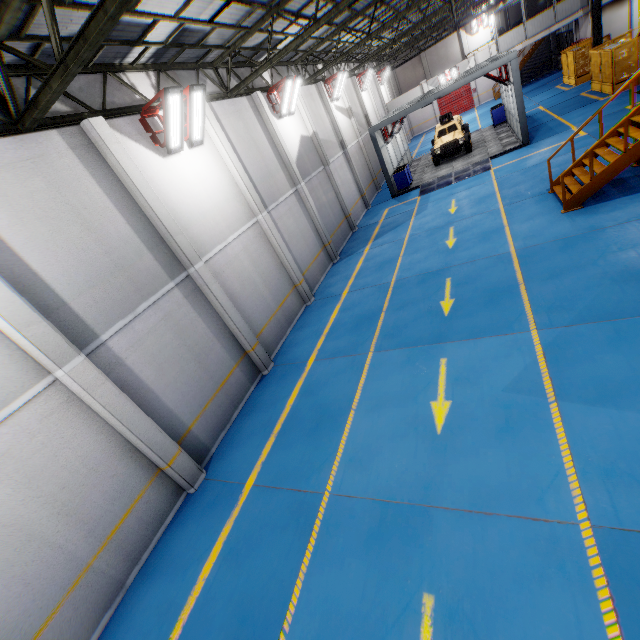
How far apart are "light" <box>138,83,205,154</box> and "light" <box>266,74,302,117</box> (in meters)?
6.63

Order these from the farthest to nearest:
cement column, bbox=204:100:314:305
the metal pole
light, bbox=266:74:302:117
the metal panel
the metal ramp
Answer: the metal pole → the metal ramp → the metal panel → light, bbox=266:74:302:117 → cement column, bbox=204:100:314:305

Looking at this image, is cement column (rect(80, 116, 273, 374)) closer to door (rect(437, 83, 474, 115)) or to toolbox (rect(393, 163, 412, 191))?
toolbox (rect(393, 163, 412, 191))

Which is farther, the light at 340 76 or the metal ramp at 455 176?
the light at 340 76

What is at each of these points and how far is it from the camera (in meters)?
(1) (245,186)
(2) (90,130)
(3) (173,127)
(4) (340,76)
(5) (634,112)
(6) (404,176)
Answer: (1) cement column, 11.41
(2) cement column, 7.25
(3) light, 8.73
(4) light, 19.62
(5) metal stair, 10.02
(6) toolbox, 20.84

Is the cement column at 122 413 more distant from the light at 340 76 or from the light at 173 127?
the light at 340 76

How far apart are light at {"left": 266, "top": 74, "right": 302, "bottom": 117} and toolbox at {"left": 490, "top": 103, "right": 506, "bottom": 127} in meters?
17.6 m

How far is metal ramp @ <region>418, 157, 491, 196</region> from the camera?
17.9m
